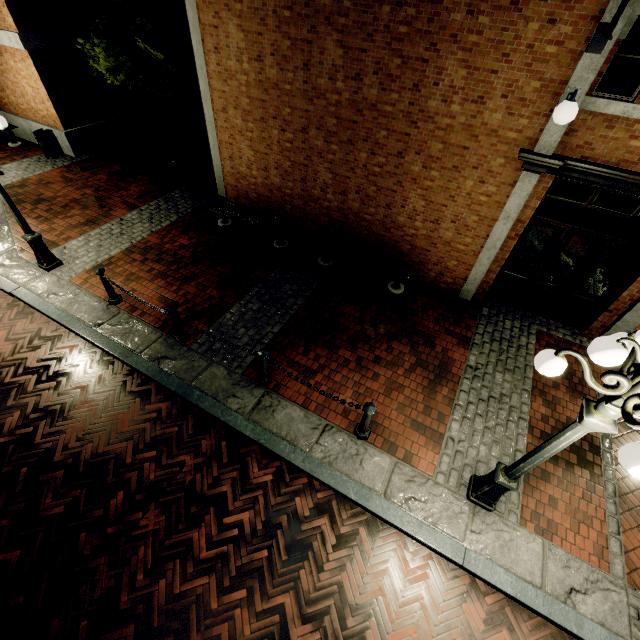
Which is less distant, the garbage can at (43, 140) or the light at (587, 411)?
the light at (587, 411)

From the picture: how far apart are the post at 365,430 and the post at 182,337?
3.75m

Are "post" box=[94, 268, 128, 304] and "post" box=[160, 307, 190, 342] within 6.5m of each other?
yes

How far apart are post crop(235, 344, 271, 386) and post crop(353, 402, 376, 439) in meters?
1.7 m

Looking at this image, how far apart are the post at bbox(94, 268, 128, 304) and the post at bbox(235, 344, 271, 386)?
3.7 meters

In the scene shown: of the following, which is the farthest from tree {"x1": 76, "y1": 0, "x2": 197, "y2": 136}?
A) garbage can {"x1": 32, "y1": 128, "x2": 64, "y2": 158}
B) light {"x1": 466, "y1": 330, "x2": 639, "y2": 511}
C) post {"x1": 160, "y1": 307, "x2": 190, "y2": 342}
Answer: light {"x1": 466, "y1": 330, "x2": 639, "y2": 511}

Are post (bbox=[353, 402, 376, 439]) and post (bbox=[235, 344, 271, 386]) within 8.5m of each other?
yes

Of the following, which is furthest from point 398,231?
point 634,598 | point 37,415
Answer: point 37,415
